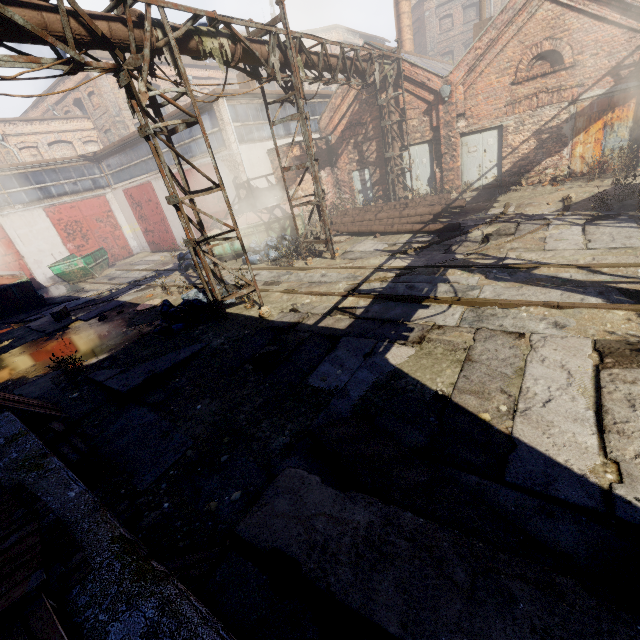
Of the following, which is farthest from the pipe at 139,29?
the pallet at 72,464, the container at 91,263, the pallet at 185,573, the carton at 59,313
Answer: the container at 91,263

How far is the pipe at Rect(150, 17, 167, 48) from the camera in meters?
6.1

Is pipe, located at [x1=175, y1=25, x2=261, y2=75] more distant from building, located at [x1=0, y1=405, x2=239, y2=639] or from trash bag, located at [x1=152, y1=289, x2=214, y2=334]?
trash bag, located at [x1=152, y1=289, x2=214, y2=334]

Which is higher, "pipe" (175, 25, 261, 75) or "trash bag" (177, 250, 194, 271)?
Result: "pipe" (175, 25, 261, 75)

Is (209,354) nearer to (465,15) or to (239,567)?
(239,567)

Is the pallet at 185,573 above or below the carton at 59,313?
below

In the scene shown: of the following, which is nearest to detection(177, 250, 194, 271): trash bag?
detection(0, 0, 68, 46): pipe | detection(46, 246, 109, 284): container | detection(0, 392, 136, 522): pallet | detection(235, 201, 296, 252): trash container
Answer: detection(235, 201, 296, 252): trash container

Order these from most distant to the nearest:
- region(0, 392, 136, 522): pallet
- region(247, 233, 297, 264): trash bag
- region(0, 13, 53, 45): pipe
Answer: region(247, 233, 297, 264): trash bag, region(0, 13, 53, 45): pipe, region(0, 392, 136, 522): pallet
